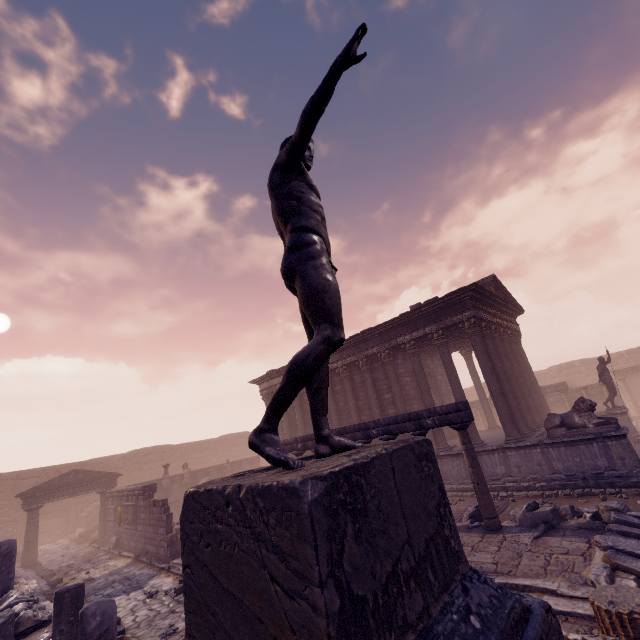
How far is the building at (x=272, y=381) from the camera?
21.09m

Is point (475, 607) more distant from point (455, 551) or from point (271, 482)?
point (271, 482)

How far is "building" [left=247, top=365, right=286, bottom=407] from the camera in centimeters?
2109cm

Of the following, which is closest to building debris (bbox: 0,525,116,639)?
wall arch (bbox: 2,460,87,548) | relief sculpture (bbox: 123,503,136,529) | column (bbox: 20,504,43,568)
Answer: relief sculpture (bbox: 123,503,136,529)

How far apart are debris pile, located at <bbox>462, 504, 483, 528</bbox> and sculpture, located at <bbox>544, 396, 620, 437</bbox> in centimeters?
309cm

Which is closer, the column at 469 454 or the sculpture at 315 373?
the sculpture at 315 373

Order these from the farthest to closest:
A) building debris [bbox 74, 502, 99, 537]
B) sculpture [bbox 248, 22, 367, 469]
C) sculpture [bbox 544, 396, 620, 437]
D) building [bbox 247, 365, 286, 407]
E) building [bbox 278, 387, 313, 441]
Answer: building debris [bbox 74, 502, 99, 537] < building [bbox 247, 365, 286, 407] < building [bbox 278, 387, 313, 441] < sculpture [bbox 544, 396, 620, 437] < sculpture [bbox 248, 22, 367, 469]

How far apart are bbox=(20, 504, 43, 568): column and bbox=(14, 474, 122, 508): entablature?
0.0m
